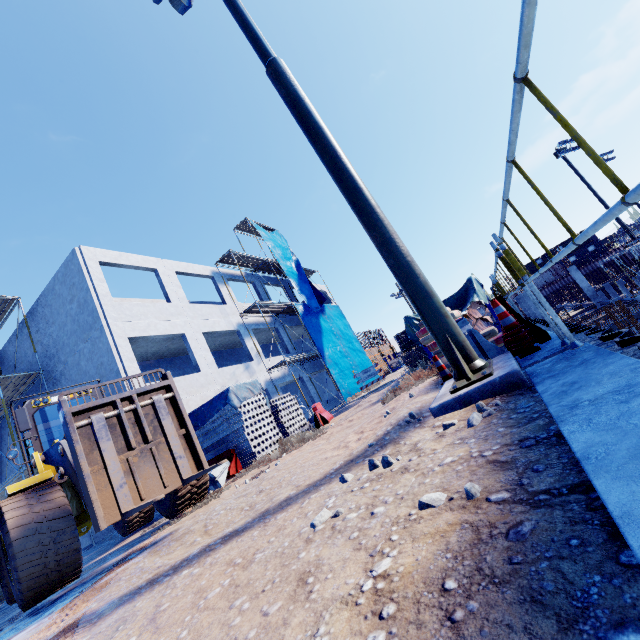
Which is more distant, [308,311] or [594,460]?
[308,311]

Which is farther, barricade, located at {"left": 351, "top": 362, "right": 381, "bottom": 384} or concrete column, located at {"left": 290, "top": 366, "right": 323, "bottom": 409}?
concrete column, located at {"left": 290, "top": 366, "right": 323, "bottom": 409}

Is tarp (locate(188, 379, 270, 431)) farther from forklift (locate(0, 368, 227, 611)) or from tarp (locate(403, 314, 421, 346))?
tarp (locate(403, 314, 421, 346))

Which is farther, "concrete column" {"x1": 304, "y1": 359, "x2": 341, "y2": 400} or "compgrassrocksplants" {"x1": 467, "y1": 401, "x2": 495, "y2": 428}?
"concrete column" {"x1": 304, "y1": 359, "x2": 341, "y2": 400}

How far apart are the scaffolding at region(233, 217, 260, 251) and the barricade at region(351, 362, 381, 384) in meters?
15.4 m

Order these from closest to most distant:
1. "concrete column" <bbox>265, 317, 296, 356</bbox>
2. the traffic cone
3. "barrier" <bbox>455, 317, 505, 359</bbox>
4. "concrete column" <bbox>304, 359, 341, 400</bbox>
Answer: the traffic cone < "barrier" <bbox>455, 317, 505, 359</bbox> < "concrete column" <bbox>265, 317, 296, 356</bbox> < "concrete column" <bbox>304, 359, 341, 400</bbox>

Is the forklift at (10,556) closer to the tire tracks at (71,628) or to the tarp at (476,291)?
the tire tracks at (71,628)

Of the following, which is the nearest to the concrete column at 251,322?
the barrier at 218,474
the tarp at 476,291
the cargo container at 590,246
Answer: the barrier at 218,474
